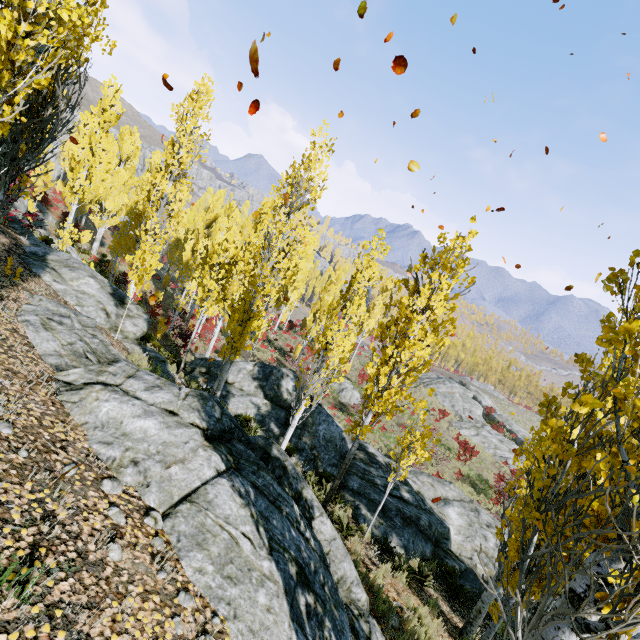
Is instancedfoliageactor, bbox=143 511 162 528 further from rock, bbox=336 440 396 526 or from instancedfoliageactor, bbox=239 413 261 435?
rock, bbox=336 440 396 526

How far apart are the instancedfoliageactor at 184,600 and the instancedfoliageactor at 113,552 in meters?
0.7 m

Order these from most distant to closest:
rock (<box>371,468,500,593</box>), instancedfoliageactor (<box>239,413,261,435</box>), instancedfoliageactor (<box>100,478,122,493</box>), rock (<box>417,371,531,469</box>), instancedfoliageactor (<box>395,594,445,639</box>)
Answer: rock (<box>417,371,531,469</box>) → instancedfoliageactor (<box>239,413,261,435</box>) → rock (<box>371,468,500,593</box>) → instancedfoliageactor (<box>395,594,445,639</box>) → instancedfoliageactor (<box>100,478,122,493</box>)

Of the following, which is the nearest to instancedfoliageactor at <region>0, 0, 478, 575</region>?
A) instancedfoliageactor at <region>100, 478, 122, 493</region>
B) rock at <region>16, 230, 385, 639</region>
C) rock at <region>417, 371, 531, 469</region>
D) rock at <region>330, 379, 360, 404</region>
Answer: rock at <region>16, 230, 385, 639</region>

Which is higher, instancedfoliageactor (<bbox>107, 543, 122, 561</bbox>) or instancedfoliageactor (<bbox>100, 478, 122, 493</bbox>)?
instancedfoliageactor (<bbox>107, 543, 122, 561</bbox>)

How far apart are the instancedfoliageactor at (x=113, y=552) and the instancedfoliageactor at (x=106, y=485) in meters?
0.7 m

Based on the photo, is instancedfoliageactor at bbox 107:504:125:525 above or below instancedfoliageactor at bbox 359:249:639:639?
below

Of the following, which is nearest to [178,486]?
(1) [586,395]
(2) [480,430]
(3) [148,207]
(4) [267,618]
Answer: (4) [267,618]
